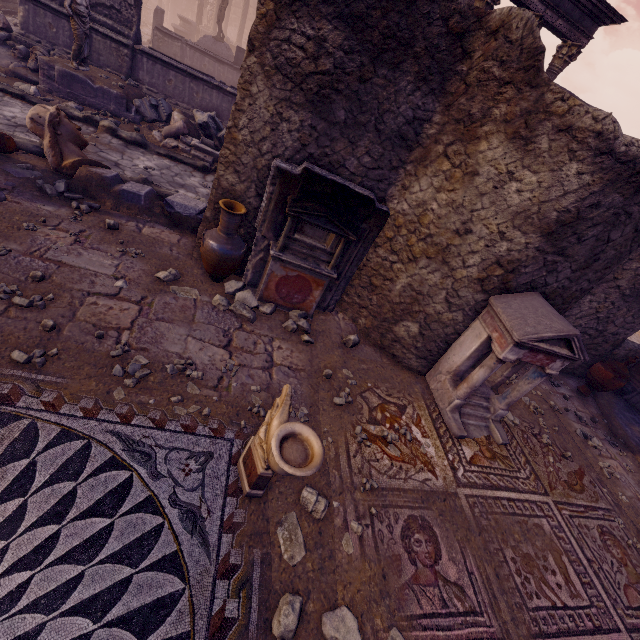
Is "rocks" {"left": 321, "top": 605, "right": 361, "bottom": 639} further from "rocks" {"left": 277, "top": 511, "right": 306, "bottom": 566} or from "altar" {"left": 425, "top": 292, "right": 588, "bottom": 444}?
"altar" {"left": 425, "top": 292, "right": 588, "bottom": 444}

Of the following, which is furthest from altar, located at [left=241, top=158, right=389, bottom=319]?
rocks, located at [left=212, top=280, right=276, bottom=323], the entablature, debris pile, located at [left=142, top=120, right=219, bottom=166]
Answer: the entablature

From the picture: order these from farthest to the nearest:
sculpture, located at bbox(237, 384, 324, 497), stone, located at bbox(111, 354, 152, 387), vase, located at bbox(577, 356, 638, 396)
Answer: vase, located at bbox(577, 356, 638, 396)
stone, located at bbox(111, 354, 152, 387)
sculpture, located at bbox(237, 384, 324, 497)

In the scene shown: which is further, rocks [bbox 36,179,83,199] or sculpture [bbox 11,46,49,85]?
sculpture [bbox 11,46,49,85]

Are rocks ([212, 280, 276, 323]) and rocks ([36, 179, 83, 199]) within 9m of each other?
yes

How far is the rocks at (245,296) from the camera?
5.0 meters

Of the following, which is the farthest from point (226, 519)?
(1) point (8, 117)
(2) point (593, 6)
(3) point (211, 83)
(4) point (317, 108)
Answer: (2) point (593, 6)

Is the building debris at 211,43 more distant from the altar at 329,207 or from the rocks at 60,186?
the altar at 329,207
